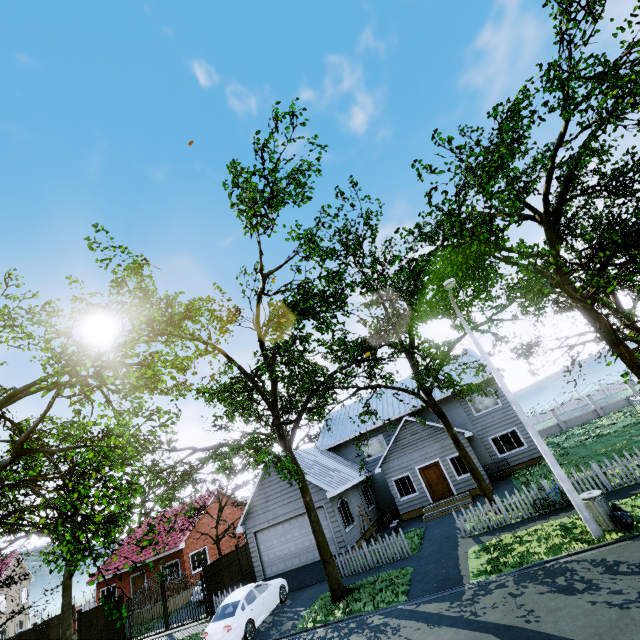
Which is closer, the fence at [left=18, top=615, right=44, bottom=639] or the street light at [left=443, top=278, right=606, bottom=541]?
the street light at [left=443, top=278, right=606, bottom=541]

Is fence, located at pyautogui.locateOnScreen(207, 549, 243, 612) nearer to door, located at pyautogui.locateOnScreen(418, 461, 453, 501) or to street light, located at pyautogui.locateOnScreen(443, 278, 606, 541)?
door, located at pyautogui.locateOnScreen(418, 461, 453, 501)

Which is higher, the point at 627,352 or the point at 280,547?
the point at 627,352

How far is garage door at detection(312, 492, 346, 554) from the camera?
17.5 meters

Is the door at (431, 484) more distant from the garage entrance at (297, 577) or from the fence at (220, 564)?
the fence at (220, 564)

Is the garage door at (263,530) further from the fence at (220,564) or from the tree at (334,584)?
the fence at (220,564)

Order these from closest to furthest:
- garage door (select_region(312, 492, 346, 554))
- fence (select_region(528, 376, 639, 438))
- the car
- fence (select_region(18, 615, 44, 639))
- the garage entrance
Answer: the car, the garage entrance, garage door (select_region(312, 492, 346, 554)), fence (select_region(18, 615, 44, 639)), fence (select_region(528, 376, 639, 438))

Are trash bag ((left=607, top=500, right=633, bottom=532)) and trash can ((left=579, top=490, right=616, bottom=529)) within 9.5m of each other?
yes
